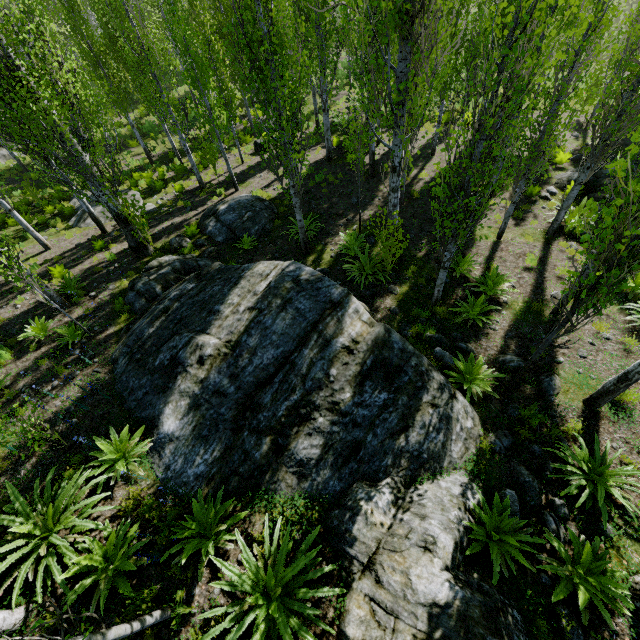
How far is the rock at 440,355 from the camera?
7.2 meters

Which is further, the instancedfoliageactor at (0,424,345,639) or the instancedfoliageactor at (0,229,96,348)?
the instancedfoliageactor at (0,229,96,348)

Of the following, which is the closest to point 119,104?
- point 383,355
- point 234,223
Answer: point 234,223

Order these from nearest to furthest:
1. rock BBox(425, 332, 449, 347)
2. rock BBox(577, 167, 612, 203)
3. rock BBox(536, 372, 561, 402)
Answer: rock BBox(536, 372, 561, 402) < rock BBox(425, 332, 449, 347) < rock BBox(577, 167, 612, 203)

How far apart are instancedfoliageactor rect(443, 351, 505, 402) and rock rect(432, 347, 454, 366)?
0.3m

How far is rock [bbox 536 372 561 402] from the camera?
6.29m

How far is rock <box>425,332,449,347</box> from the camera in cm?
754

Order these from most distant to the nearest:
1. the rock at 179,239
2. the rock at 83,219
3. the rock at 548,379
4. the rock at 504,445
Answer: the rock at 83,219 < the rock at 179,239 < the rock at 548,379 < the rock at 504,445
